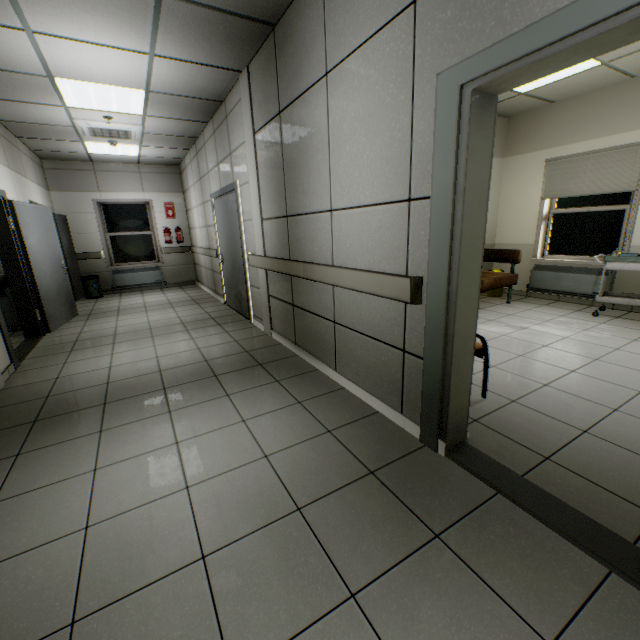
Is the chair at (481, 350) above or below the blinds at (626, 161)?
below

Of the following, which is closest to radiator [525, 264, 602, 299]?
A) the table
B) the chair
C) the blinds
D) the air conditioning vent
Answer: the table

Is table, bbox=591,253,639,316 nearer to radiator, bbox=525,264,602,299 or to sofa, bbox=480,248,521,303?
radiator, bbox=525,264,602,299

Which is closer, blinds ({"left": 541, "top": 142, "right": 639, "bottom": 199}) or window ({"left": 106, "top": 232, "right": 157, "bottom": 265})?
blinds ({"left": 541, "top": 142, "right": 639, "bottom": 199})

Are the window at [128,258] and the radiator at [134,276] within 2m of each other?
yes

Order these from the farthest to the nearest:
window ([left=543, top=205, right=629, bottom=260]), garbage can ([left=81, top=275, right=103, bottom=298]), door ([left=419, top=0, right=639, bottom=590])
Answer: garbage can ([left=81, top=275, right=103, bottom=298]) < window ([left=543, top=205, right=629, bottom=260]) < door ([left=419, top=0, right=639, bottom=590])

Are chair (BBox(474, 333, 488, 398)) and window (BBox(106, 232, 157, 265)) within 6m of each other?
no

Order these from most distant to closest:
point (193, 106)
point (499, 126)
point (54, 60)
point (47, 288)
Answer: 1. point (499, 126)
2. point (47, 288)
3. point (193, 106)
4. point (54, 60)
